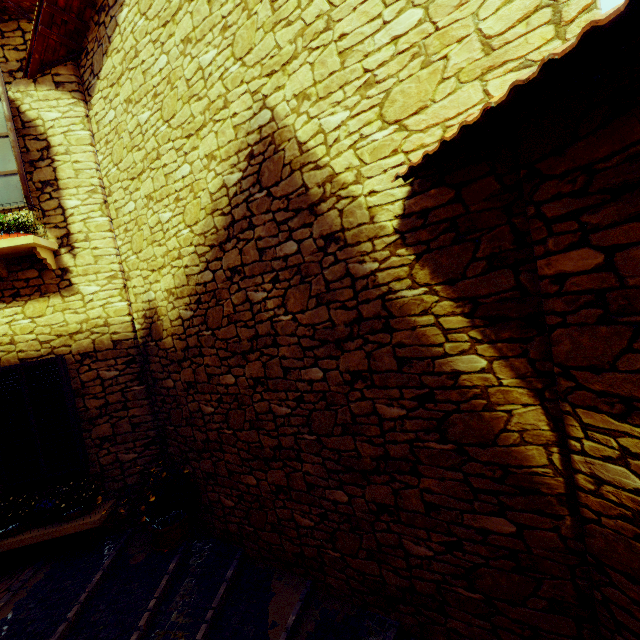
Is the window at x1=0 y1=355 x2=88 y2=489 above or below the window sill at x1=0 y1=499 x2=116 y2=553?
above

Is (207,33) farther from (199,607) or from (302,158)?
(199,607)

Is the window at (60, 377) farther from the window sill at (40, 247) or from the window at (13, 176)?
the window at (13, 176)

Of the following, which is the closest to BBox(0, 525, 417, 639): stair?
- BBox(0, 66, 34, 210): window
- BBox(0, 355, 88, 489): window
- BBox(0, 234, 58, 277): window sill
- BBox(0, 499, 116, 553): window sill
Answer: BBox(0, 499, 116, 553): window sill

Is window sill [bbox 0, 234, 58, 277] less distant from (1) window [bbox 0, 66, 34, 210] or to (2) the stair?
(1) window [bbox 0, 66, 34, 210]

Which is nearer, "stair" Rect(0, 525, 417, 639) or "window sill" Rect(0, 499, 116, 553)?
"stair" Rect(0, 525, 417, 639)

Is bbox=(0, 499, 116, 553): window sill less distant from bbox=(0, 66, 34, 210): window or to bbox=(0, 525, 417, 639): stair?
bbox=(0, 525, 417, 639): stair

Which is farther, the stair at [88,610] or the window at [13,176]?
the window at [13,176]
